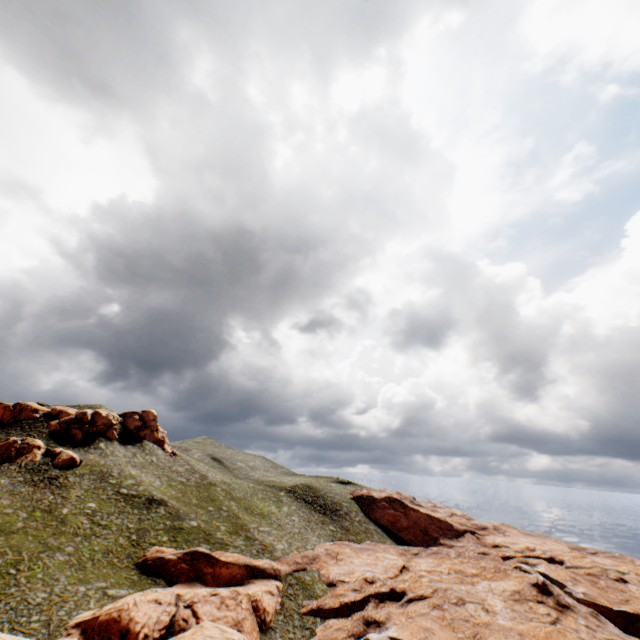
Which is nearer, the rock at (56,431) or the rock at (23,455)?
the rock at (23,455)

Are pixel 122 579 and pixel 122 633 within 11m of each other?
yes

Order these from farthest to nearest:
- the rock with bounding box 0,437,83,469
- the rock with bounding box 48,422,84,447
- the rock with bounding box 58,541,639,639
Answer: the rock with bounding box 48,422,84,447 < the rock with bounding box 0,437,83,469 < the rock with bounding box 58,541,639,639

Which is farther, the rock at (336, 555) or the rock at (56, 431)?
the rock at (56, 431)

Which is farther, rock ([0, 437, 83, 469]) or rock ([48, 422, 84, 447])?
rock ([48, 422, 84, 447])

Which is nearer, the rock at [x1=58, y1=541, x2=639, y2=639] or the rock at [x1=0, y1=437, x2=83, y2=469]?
the rock at [x1=58, y1=541, x2=639, y2=639]

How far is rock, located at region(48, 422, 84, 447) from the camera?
57.9m

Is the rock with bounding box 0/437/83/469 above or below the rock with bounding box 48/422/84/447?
below
